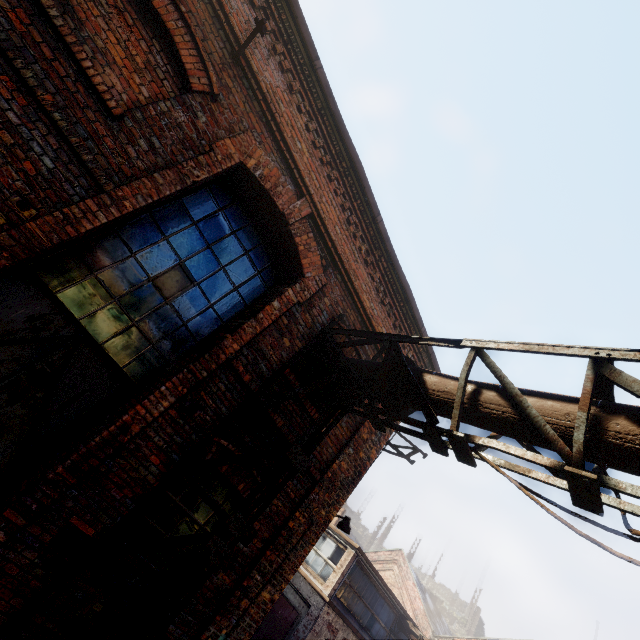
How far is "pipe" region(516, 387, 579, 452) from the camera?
2.69m

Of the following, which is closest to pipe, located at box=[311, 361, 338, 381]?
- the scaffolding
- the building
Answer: the scaffolding

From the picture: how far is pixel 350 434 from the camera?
6.0 meters

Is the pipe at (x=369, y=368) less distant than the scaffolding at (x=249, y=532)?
No

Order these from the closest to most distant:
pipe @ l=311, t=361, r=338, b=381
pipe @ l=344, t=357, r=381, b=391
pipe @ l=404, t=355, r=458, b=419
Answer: pipe @ l=404, t=355, r=458, b=419
pipe @ l=344, t=357, r=381, b=391
pipe @ l=311, t=361, r=338, b=381

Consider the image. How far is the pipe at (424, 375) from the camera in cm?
354

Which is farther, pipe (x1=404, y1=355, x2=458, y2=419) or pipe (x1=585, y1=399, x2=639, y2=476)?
pipe (x1=404, y1=355, x2=458, y2=419)
